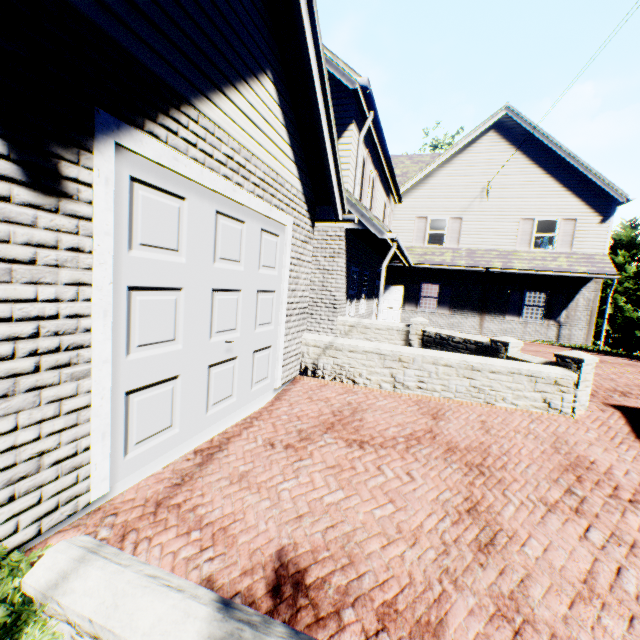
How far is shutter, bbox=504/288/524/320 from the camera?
16.2m

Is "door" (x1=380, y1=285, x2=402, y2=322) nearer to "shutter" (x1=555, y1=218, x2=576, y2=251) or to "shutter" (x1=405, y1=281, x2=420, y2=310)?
"shutter" (x1=405, y1=281, x2=420, y2=310)

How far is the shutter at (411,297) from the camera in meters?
17.7

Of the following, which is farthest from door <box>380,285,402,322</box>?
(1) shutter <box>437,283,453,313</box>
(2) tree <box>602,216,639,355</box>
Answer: (2) tree <box>602,216,639,355</box>

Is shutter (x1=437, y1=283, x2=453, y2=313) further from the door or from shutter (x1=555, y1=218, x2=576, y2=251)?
shutter (x1=555, y1=218, x2=576, y2=251)

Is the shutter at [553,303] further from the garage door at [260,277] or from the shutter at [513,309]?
the garage door at [260,277]

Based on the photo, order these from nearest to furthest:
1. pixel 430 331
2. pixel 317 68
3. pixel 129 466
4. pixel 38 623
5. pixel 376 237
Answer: pixel 38 623, pixel 129 466, pixel 317 68, pixel 430 331, pixel 376 237

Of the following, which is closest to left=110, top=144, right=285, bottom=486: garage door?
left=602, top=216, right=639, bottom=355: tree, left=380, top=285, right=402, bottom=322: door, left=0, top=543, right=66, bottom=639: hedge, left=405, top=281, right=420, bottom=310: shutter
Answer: left=0, top=543, right=66, bottom=639: hedge
